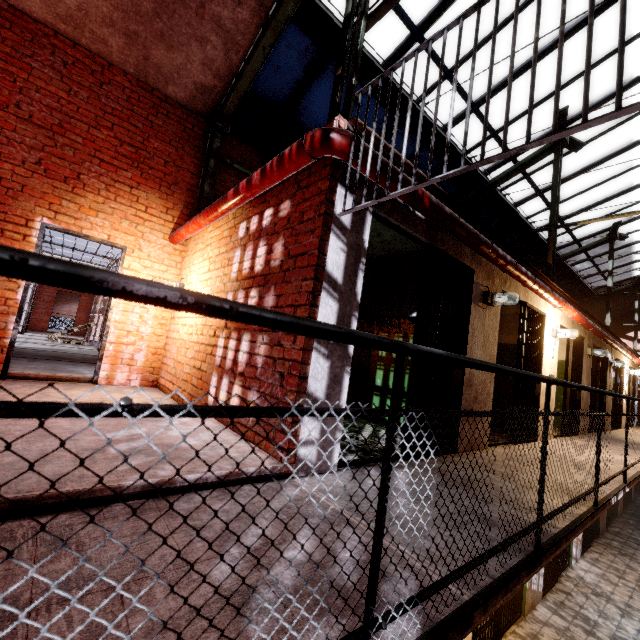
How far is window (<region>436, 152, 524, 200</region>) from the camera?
7.72m

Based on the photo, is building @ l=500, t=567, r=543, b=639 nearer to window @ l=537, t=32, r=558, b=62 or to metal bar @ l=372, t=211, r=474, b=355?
metal bar @ l=372, t=211, r=474, b=355

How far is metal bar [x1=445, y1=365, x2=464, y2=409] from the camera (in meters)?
3.97

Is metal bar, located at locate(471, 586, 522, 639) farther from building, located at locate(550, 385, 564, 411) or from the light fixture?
the light fixture

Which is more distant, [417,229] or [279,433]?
[417,229]

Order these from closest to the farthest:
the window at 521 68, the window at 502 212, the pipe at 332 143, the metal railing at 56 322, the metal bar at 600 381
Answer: the pipe at 332 143
the window at 521 68
the window at 502 212
the metal bar at 600 381
the metal railing at 56 322

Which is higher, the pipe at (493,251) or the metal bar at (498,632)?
the pipe at (493,251)

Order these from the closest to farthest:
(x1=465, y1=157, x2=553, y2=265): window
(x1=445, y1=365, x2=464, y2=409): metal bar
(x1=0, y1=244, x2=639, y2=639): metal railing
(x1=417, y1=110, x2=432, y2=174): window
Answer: (x1=0, y1=244, x2=639, y2=639): metal railing, (x1=445, y1=365, x2=464, y2=409): metal bar, (x1=417, y1=110, x2=432, y2=174): window, (x1=465, y1=157, x2=553, y2=265): window
